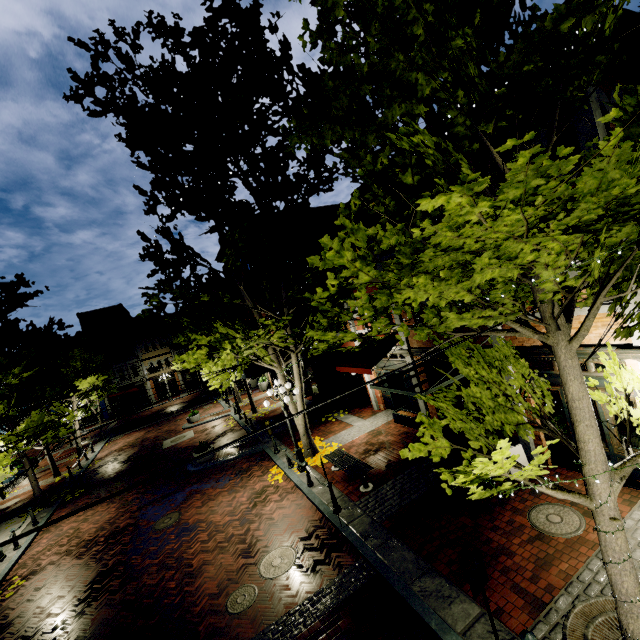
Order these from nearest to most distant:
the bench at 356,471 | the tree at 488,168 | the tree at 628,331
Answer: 1. the tree at 488,168
2. the tree at 628,331
3. the bench at 356,471

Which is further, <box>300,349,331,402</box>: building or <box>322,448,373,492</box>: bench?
<box>300,349,331,402</box>: building

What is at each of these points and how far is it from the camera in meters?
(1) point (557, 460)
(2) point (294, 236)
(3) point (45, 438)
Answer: (1) building, 8.6 m
(2) building, 26.0 m
(3) tree, 16.7 m

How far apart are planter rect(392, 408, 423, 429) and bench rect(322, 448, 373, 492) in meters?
3.2 m

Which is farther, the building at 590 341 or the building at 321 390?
the building at 321 390

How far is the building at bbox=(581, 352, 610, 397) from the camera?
7.0m

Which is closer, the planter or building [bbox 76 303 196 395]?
the planter

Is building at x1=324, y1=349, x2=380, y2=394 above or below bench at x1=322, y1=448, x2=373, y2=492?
above
